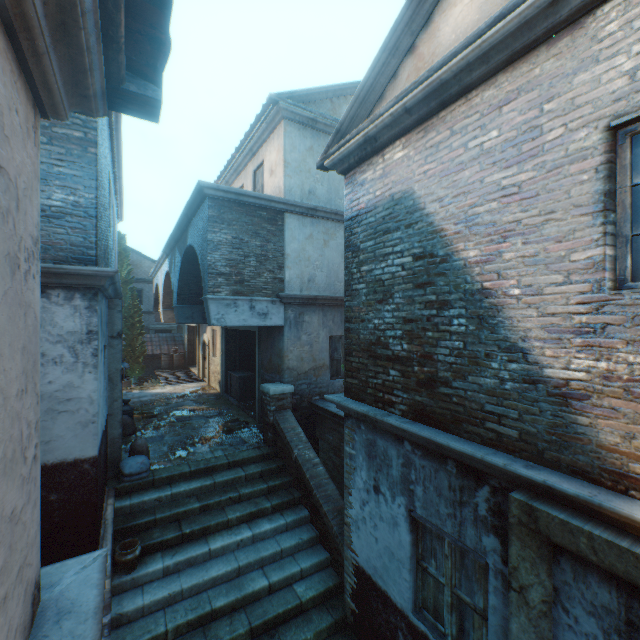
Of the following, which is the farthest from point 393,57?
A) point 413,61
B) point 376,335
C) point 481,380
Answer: point 481,380

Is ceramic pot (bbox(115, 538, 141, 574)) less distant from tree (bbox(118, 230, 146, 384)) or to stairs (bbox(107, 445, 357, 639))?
stairs (bbox(107, 445, 357, 639))

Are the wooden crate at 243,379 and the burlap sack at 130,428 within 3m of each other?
no

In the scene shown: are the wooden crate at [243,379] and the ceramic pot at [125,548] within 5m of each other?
no

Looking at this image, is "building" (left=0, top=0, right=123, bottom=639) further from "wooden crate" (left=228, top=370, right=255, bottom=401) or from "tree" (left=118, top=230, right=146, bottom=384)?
"wooden crate" (left=228, top=370, right=255, bottom=401)

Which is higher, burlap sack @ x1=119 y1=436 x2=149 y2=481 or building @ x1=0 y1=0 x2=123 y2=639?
building @ x1=0 y1=0 x2=123 y2=639

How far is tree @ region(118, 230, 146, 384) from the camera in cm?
2017

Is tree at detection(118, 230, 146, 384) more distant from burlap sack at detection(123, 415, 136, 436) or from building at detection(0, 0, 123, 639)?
burlap sack at detection(123, 415, 136, 436)
